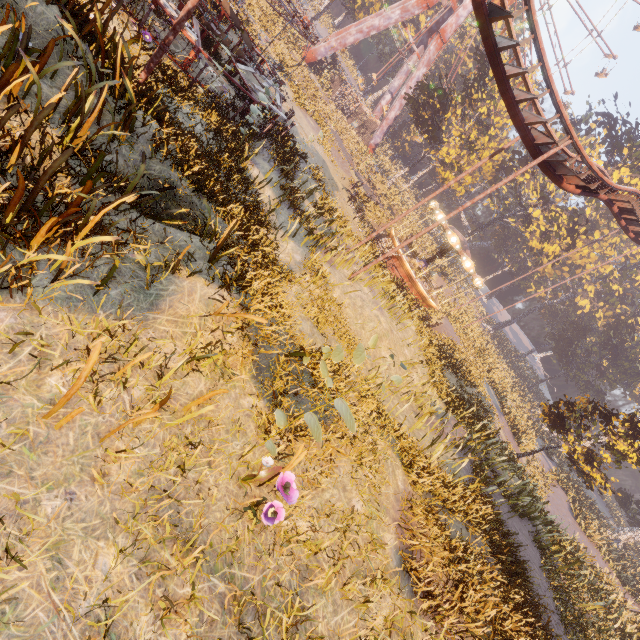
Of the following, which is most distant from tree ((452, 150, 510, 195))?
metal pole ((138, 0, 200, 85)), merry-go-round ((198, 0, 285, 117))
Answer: metal pole ((138, 0, 200, 85))

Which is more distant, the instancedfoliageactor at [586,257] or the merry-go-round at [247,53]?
the instancedfoliageactor at [586,257]

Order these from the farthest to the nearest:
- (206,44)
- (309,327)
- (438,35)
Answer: (438,35) → (206,44) → (309,327)

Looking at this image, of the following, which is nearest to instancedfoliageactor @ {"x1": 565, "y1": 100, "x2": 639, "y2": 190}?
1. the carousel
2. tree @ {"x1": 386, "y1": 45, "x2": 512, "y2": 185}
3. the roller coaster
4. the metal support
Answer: the carousel

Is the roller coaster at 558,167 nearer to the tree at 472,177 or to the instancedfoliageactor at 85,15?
the instancedfoliageactor at 85,15

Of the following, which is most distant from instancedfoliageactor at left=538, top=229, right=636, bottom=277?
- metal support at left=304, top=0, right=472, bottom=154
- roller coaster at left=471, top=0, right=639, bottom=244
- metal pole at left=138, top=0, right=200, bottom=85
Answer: metal pole at left=138, top=0, right=200, bottom=85

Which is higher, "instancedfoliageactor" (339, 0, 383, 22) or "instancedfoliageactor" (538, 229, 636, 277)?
"instancedfoliageactor" (538, 229, 636, 277)

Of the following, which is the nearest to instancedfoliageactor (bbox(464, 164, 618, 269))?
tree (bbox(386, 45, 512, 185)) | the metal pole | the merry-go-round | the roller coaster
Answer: the roller coaster
